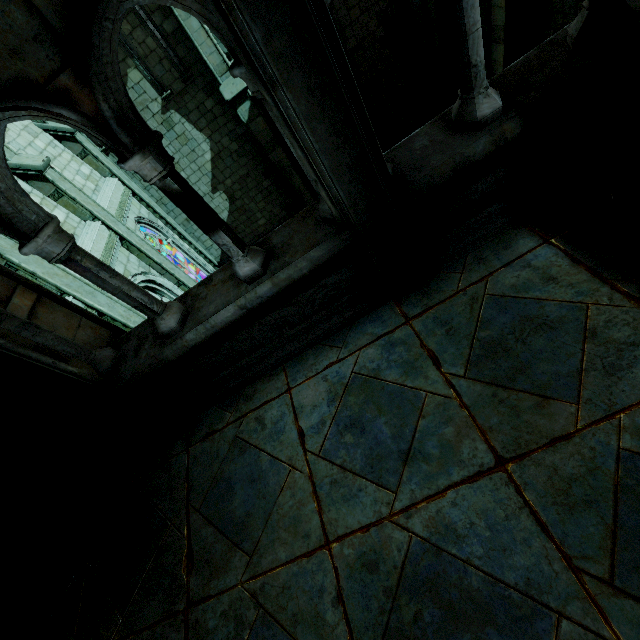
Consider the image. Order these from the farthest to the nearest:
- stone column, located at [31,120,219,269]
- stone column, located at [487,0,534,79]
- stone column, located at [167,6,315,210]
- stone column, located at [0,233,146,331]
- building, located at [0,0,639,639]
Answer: stone column, located at [31,120,219,269] < stone column, located at [167,6,315,210] < stone column, located at [487,0,534,79] < stone column, located at [0,233,146,331] < building, located at [0,0,639,639]

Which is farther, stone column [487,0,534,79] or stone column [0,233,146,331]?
stone column [487,0,534,79]

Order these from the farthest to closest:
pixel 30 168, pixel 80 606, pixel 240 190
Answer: pixel 240 190 < pixel 30 168 < pixel 80 606

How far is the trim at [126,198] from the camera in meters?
10.3 m

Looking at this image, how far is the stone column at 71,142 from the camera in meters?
10.1 m

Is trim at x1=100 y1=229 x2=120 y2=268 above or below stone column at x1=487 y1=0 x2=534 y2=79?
above

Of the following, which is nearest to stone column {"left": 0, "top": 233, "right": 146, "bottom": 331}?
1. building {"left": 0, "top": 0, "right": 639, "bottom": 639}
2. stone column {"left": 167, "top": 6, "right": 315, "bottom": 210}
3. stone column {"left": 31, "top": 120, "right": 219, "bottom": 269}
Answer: building {"left": 0, "top": 0, "right": 639, "bottom": 639}

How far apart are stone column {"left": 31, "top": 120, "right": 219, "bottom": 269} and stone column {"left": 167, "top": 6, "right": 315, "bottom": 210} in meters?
4.6 m
